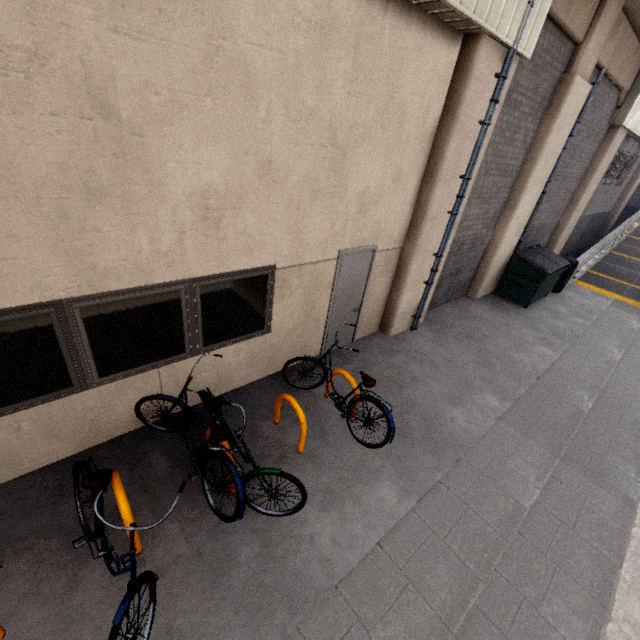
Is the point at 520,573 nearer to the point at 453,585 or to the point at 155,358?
the point at 453,585

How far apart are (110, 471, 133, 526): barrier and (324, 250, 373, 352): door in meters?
3.8

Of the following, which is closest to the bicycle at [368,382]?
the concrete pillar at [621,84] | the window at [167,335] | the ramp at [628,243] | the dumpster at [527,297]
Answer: the window at [167,335]

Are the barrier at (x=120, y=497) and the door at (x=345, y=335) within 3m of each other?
no

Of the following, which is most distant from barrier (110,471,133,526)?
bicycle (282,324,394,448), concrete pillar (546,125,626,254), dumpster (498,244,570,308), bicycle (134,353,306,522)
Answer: concrete pillar (546,125,626,254)

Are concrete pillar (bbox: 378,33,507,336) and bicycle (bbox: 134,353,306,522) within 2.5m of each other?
no

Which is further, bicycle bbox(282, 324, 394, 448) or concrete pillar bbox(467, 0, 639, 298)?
concrete pillar bbox(467, 0, 639, 298)

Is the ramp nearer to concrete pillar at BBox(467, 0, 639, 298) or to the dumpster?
the dumpster
